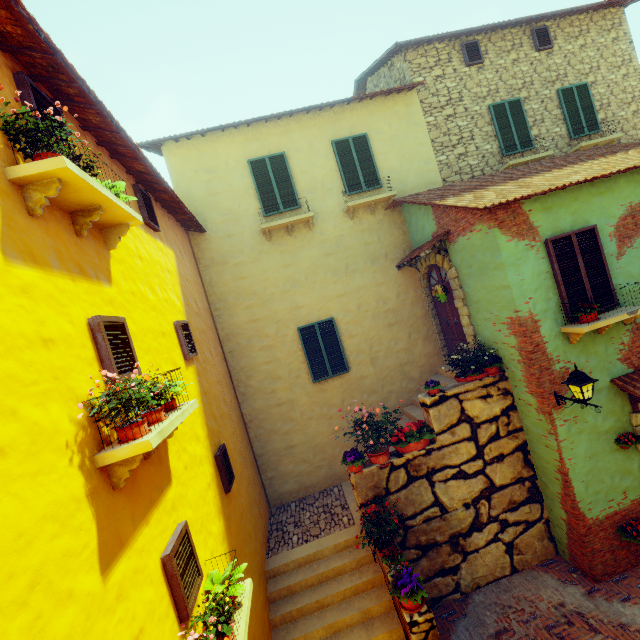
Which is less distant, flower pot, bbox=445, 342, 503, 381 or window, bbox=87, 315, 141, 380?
window, bbox=87, 315, 141, 380

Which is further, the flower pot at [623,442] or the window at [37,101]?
the flower pot at [623,442]

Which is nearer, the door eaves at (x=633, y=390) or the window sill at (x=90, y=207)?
the window sill at (x=90, y=207)

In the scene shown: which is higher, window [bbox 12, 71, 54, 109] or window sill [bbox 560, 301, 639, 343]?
window [bbox 12, 71, 54, 109]

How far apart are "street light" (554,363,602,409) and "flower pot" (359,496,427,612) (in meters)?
4.03

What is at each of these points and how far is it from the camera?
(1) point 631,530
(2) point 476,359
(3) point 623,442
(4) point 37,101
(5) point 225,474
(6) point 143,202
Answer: (1) flower pot, 6.15m
(2) flower pot, 7.06m
(3) flower pot, 6.26m
(4) window, 3.31m
(5) window, 5.73m
(6) window, 5.67m

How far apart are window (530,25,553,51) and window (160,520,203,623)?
15.3m

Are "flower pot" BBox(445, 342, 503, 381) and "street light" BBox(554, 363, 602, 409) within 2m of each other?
yes
